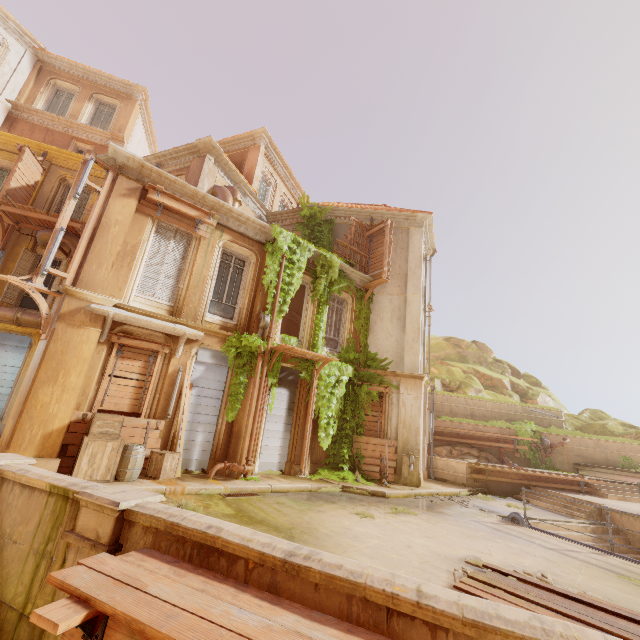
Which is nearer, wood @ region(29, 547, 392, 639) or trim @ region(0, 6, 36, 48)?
wood @ region(29, 547, 392, 639)

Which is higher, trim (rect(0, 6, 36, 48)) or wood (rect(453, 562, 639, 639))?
trim (rect(0, 6, 36, 48))

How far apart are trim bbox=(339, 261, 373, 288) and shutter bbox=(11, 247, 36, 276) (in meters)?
13.46

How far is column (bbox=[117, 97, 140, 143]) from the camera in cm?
1938

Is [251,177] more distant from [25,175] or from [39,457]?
[39,457]

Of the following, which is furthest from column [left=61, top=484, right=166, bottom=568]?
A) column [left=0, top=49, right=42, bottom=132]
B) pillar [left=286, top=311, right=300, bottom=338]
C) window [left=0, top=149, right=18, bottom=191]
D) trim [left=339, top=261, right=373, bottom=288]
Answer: Result: column [left=0, top=49, right=42, bottom=132]

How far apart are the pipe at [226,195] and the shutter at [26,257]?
8.5 meters

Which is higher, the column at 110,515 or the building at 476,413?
the building at 476,413
